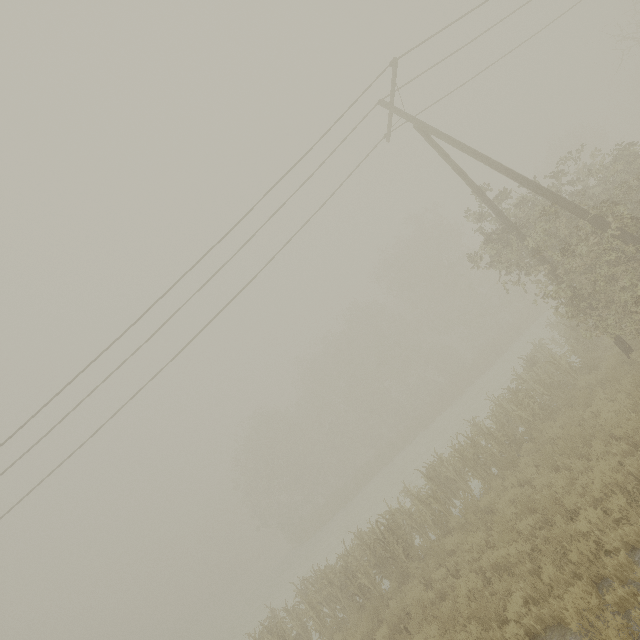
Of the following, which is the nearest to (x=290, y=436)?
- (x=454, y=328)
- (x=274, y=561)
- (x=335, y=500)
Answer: (x=335, y=500)

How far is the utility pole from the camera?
9.02m

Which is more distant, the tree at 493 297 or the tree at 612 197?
the tree at 493 297

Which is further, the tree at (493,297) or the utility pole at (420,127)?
the tree at (493,297)

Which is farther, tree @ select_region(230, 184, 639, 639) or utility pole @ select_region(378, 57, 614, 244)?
tree @ select_region(230, 184, 639, 639)

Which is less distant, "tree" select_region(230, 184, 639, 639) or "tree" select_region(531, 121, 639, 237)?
"tree" select_region(531, 121, 639, 237)
